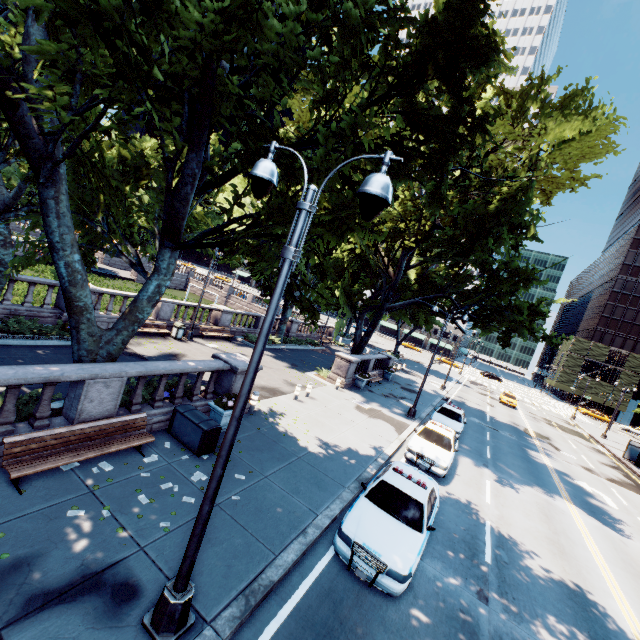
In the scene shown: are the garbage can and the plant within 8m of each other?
no

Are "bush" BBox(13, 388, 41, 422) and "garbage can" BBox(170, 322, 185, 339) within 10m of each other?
no

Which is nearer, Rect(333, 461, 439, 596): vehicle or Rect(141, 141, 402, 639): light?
Rect(141, 141, 402, 639): light

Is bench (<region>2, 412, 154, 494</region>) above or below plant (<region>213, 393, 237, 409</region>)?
below

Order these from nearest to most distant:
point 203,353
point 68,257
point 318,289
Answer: point 68,257, point 318,289, point 203,353

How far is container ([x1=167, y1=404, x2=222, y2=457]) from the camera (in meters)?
9.27

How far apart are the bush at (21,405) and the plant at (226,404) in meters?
4.2 m

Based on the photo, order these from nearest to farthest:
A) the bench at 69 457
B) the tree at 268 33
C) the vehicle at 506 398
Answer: the tree at 268 33, the bench at 69 457, the vehicle at 506 398
